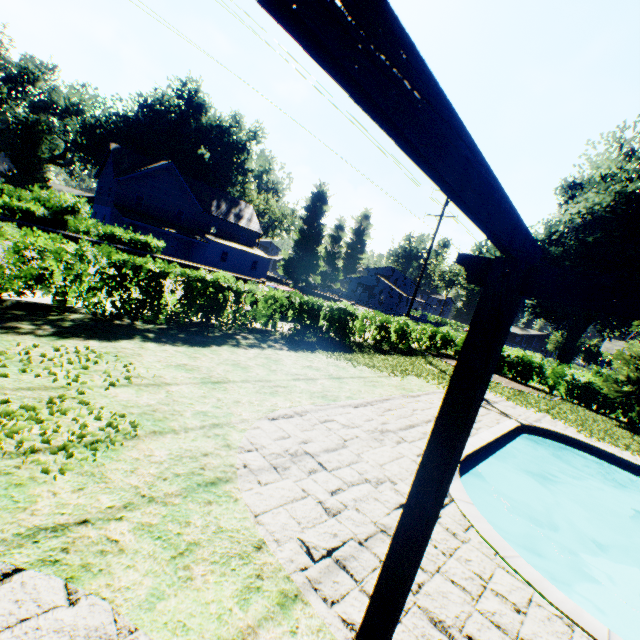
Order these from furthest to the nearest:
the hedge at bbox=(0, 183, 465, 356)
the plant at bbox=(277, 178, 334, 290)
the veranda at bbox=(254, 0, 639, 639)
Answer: the plant at bbox=(277, 178, 334, 290)
the hedge at bbox=(0, 183, 465, 356)
the veranda at bbox=(254, 0, 639, 639)

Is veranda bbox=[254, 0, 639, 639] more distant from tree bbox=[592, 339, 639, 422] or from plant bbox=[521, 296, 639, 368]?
tree bbox=[592, 339, 639, 422]

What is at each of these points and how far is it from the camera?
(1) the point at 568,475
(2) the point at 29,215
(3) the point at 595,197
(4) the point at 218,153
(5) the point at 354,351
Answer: (1) swimming pool, 11.1m
(2) hedge, 18.9m
(3) plant, 25.3m
(4) plant, 58.5m
(5) plant, 14.2m

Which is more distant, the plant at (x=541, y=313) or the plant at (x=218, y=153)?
the plant at (x=218, y=153)

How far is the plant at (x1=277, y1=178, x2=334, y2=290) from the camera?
45.19m

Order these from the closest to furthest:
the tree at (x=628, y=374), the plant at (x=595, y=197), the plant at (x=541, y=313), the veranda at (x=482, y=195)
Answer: the veranda at (x=482, y=195)
the tree at (x=628, y=374)
the plant at (x=595, y=197)
the plant at (x=541, y=313)

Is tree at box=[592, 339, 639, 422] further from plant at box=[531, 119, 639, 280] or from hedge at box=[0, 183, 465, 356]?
plant at box=[531, 119, 639, 280]
